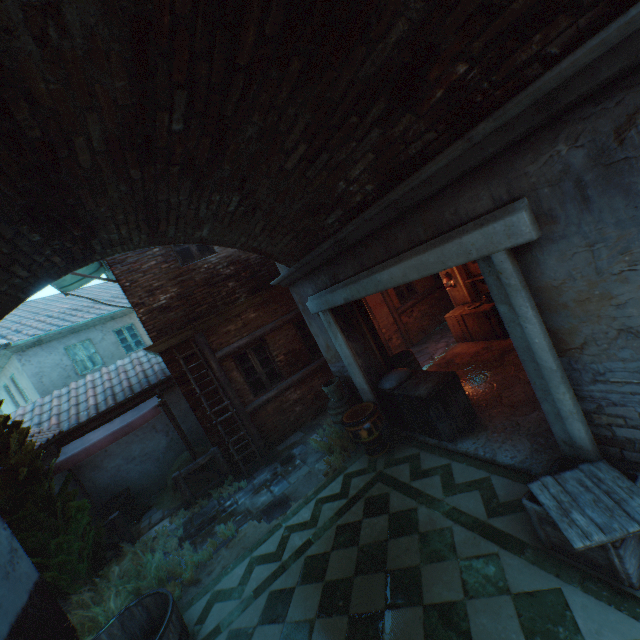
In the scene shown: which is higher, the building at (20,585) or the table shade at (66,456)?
the table shade at (66,456)

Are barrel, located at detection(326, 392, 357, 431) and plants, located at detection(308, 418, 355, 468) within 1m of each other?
yes

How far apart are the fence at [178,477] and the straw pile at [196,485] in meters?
0.7

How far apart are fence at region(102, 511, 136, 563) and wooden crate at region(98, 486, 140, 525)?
1.8m

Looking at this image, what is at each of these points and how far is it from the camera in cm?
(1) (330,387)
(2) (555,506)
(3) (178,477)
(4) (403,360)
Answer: (1) bucket, 688
(2) wooden crate lid, 292
(3) fence, 764
(4) barrel, 715

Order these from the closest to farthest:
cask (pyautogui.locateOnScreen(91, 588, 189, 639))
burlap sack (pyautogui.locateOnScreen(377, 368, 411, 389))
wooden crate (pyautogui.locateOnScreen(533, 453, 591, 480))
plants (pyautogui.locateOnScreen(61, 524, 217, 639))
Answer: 1. wooden crate (pyautogui.locateOnScreen(533, 453, 591, 480))
2. cask (pyautogui.locateOnScreen(91, 588, 189, 639))
3. plants (pyautogui.locateOnScreen(61, 524, 217, 639))
4. burlap sack (pyautogui.locateOnScreen(377, 368, 411, 389))

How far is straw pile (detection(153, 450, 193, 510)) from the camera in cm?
864

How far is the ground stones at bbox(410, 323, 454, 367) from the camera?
9.54m
